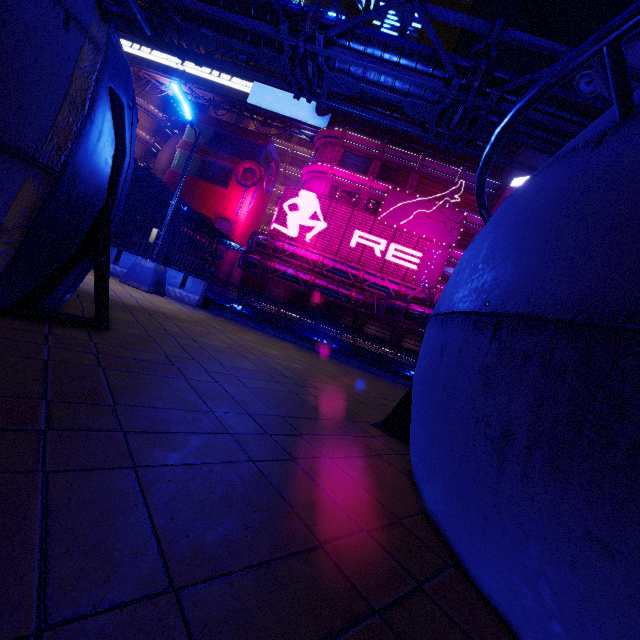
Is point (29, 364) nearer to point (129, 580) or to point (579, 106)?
point (129, 580)

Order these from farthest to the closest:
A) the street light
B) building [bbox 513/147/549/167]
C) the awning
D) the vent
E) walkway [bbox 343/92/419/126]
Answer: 1. the vent
2. walkway [bbox 343/92/419/126]
3. building [bbox 513/147/549/167]
4. the awning
5. the street light

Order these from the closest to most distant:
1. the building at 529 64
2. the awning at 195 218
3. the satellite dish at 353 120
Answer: the awning at 195 218, the satellite dish at 353 120, the building at 529 64

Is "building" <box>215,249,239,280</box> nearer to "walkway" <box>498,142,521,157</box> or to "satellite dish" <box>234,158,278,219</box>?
"satellite dish" <box>234,158,278,219</box>

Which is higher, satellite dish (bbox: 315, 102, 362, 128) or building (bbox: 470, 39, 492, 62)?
building (bbox: 470, 39, 492, 62)

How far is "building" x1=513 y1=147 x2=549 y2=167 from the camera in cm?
3358

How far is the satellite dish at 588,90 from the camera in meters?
32.3 m

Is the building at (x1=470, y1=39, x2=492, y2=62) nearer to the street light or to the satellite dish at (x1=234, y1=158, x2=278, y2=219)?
the street light
